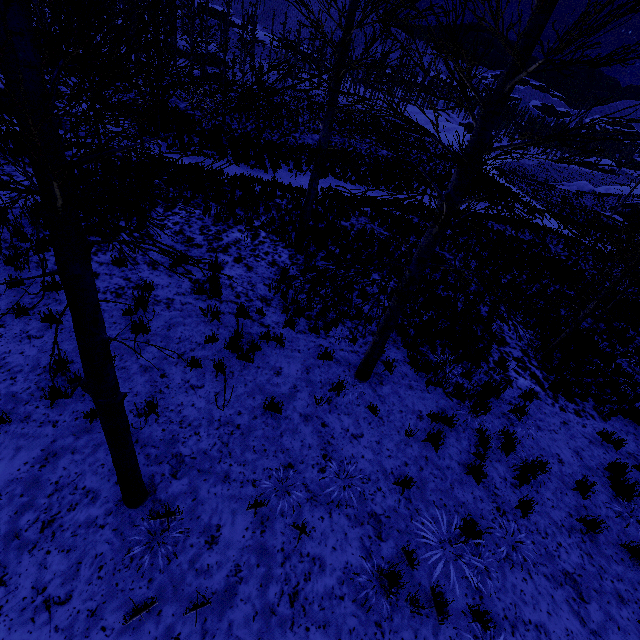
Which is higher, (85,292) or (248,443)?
(85,292)

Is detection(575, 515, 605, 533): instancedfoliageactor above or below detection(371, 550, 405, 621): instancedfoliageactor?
below

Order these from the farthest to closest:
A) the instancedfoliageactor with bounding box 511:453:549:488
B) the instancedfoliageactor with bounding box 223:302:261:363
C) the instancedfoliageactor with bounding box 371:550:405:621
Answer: the instancedfoliageactor with bounding box 223:302:261:363 < the instancedfoliageactor with bounding box 511:453:549:488 < the instancedfoliageactor with bounding box 371:550:405:621

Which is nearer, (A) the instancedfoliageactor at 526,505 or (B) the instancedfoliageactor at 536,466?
(A) the instancedfoliageactor at 526,505

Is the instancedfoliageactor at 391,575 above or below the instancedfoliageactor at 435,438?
above

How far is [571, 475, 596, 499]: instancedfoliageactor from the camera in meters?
5.8 m

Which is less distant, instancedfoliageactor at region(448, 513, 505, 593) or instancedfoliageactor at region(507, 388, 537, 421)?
instancedfoliageactor at region(448, 513, 505, 593)
